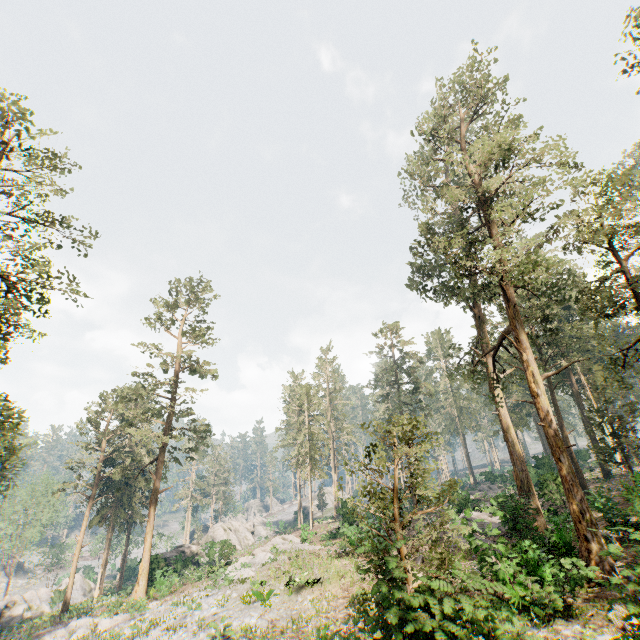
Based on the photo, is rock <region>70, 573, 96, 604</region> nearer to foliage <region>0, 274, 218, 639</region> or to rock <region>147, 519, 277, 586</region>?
foliage <region>0, 274, 218, 639</region>

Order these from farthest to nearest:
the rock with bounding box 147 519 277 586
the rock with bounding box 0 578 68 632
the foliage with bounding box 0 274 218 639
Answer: the rock with bounding box 0 578 68 632 → the rock with bounding box 147 519 277 586 → the foliage with bounding box 0 274 218 639

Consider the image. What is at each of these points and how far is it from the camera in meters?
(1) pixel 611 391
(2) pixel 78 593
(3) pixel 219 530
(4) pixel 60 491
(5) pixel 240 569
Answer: (1) foliage, 43.4
(2) rock, 48.1
(3) rock, 49.6
(4) foliage, 34.4
(5) foliage, 25.5

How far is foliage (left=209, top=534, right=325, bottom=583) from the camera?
24.89m

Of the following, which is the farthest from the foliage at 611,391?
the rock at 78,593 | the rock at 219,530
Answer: the rock at 219,530

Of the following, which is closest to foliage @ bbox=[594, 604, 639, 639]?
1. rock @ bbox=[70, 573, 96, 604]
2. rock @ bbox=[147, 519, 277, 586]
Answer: rock @ bbox=[70, 573, 96, 604]

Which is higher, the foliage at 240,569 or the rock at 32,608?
the foliage at 240,569
